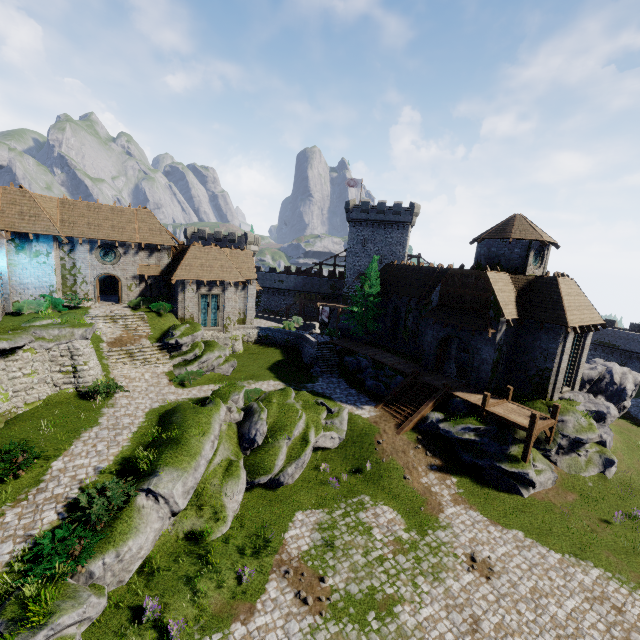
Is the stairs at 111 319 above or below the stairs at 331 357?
above

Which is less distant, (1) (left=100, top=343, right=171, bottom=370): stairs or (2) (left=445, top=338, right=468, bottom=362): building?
(1) (left=100, top=343, right=171, bottom=370): stairs

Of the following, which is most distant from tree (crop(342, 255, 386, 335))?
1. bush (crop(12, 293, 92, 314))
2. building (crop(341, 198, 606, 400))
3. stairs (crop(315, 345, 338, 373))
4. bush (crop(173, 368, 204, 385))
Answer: bush (crop(12, 293, 92, 314))

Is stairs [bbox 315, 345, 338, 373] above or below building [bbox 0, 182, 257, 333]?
below

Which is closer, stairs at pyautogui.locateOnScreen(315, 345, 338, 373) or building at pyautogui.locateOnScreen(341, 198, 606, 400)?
building at pyautogui.locateOnScreen(341, 198, 606, 400)

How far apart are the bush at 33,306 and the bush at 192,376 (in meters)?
10.35

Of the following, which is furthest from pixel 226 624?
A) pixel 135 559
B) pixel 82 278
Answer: pixel 82 278

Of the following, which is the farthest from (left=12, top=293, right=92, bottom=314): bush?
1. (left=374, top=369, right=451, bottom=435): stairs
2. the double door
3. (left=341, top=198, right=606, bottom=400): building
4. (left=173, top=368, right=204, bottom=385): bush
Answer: the double door
